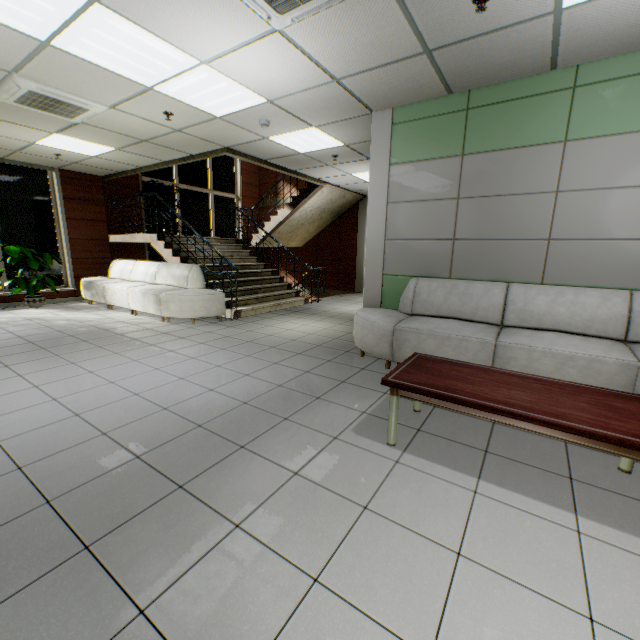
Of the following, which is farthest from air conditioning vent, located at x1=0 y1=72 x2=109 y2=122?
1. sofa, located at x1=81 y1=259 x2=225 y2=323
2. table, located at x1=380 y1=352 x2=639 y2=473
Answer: table, located at x1=380 y1=352 x2=639 y2=473

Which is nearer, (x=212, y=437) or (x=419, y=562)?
(x=419, y=562)

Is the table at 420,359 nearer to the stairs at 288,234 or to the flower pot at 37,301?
the stairs at 288,234

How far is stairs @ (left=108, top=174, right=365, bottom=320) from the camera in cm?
719

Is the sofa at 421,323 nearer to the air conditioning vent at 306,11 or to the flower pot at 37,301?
the air conditioning vent at 306,11

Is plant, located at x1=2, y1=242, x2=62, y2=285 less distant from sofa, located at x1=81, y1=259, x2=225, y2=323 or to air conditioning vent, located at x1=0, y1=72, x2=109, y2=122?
sofa, located at x1=81, y1=259, x2=225, y2=323

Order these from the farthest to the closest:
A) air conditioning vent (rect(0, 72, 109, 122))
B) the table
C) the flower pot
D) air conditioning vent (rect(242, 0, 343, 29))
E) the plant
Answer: the flower pot
the plant
air conditioning vent (rect(0, 72, 109, 122))
air conditioning vent (rect(242, 0, 343, 29))
the table

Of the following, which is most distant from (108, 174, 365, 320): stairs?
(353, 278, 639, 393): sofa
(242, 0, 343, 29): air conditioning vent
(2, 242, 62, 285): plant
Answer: (242, 0, 343, 29): air conditioning vent
